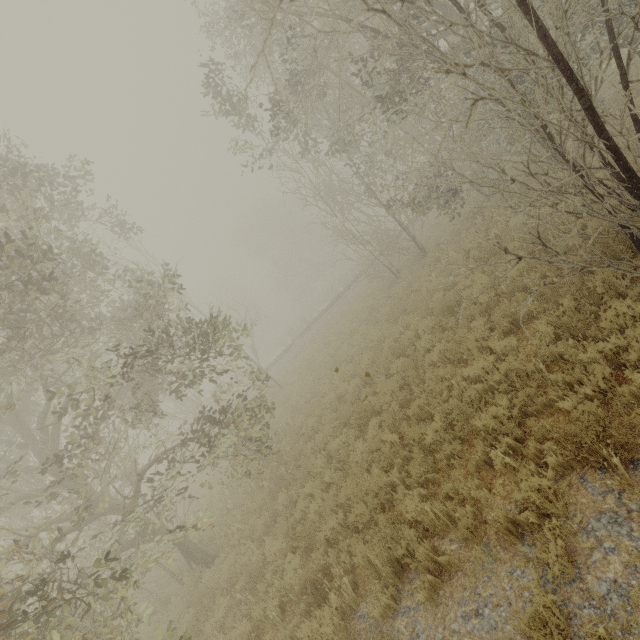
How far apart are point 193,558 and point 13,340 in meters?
8.2 m
